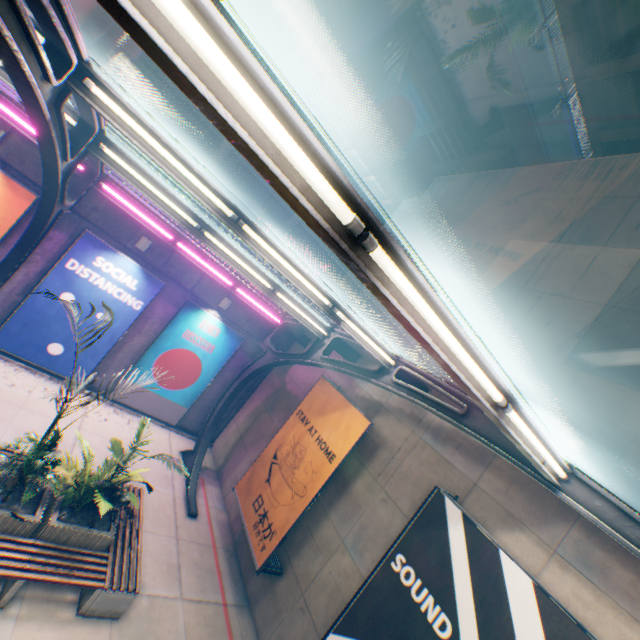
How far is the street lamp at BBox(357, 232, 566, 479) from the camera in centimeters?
188cm

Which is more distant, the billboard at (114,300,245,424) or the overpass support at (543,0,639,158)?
the billboard at (114,300,245,424)

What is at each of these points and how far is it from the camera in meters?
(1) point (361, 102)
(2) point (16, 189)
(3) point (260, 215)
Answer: (1) overpass support, 11.5
(2) billboard, 8.6
(3) overpass support, 56.5

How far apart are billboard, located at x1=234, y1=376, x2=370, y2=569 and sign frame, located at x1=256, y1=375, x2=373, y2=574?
0.0m

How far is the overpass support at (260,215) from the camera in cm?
5656

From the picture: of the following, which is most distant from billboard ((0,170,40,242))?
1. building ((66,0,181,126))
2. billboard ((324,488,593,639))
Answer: building ((66,0,181,126))

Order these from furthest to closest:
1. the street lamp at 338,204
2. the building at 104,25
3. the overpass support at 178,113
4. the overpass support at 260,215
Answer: the overpass support at 260,215 → the building at 104,25 → the overpass support at 178,113 → the street lamp at 338,204

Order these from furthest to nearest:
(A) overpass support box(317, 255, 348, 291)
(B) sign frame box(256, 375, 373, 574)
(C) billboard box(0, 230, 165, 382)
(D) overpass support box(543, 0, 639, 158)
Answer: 1. (A) overpass support box(317, 255, 348, 291)
2. (C) billboard box(0, 230, 165, 382)
3. (B) sign frame box(256, 375, 373, 574)
4. (D) overpass support box(543, 0, 639, 158)
